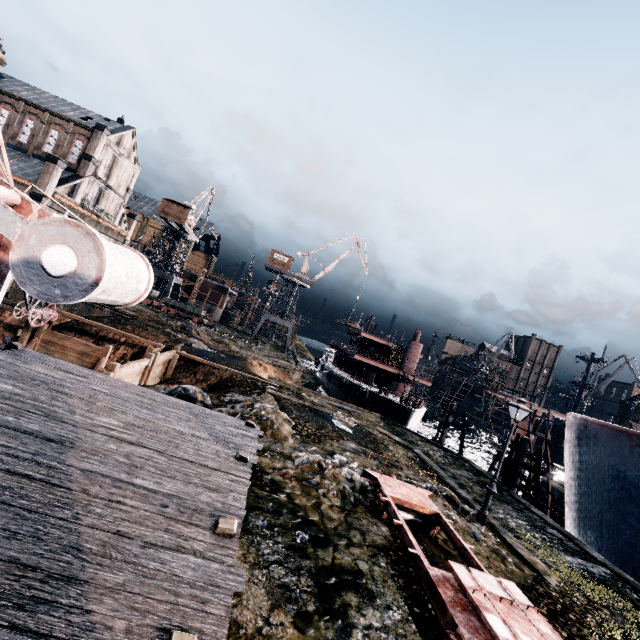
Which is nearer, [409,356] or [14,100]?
[14,100]

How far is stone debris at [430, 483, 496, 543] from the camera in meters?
13.1 m

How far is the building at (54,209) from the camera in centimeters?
3596cm

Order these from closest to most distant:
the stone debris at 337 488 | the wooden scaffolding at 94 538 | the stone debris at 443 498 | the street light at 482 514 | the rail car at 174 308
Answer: the wooden scaffolding at 94 538 < the stone debris at 337 488 < the stone debris at 443 498 < the street light at 482 514 < the rail car at 174 308

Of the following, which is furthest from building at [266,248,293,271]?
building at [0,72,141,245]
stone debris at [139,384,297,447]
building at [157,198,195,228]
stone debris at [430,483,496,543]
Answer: stone debris at [430,483,496,543]

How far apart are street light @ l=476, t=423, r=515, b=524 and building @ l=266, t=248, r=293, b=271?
49.34m

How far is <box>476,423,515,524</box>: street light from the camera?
14.4m

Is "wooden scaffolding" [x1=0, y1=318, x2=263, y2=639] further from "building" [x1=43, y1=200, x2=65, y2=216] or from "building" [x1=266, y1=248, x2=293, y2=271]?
"building" [x1=266, y1=248, x2=293, y2=271]
